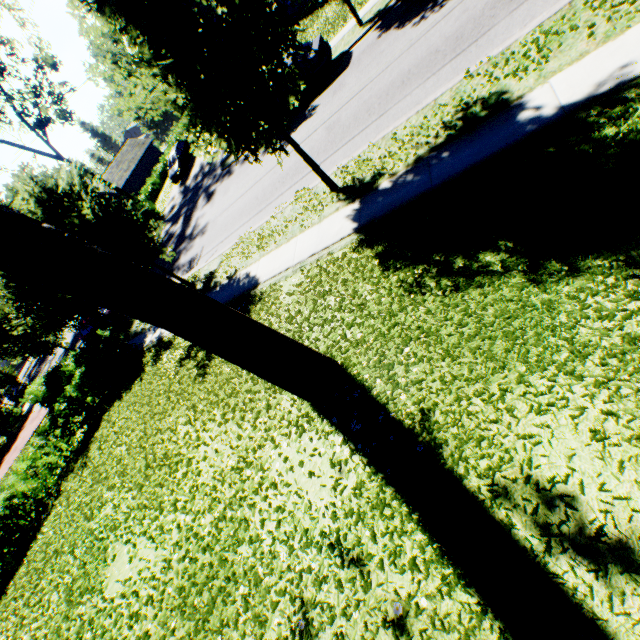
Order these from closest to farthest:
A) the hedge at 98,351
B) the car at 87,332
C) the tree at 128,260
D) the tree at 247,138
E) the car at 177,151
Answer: the tree at 128,260, the tree at 247,138, the hedge at 98,351, the car at 87,332, the car at 177,151

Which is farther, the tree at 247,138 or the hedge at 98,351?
the hedge at 98,351

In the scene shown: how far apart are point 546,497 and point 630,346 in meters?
1.6 m

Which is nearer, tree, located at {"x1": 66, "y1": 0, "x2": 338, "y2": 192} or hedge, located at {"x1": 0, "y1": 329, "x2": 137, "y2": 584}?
tree, located at {"x1": 66, "y1": 0, "x2": 338, "y2": 192}

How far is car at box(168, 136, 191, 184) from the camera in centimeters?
2822cm

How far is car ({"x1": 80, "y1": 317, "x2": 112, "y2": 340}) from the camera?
19.6m

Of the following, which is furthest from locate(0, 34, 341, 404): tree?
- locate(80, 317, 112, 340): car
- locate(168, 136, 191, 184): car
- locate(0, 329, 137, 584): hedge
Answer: locate(168, 136, 191, 184): car
